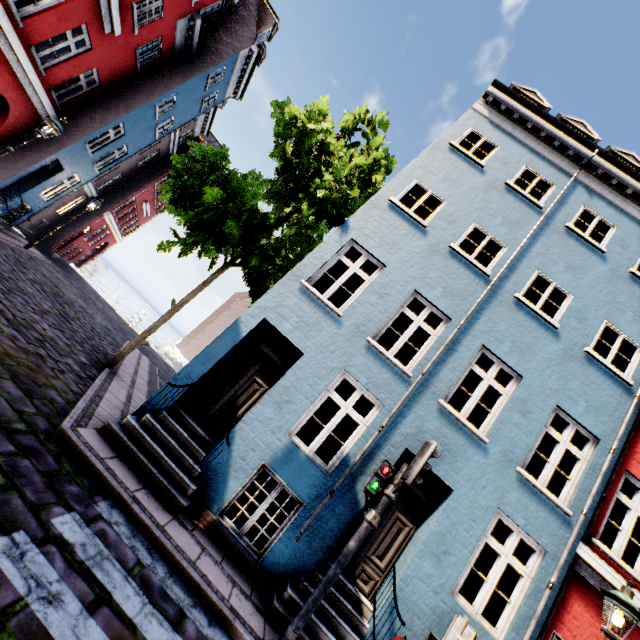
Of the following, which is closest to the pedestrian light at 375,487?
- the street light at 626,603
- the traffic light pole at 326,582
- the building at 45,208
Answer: the traffic light pole at 326,582

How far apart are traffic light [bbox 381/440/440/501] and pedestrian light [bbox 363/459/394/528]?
0.1 meters

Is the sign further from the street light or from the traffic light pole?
the street light

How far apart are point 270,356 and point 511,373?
5.5m

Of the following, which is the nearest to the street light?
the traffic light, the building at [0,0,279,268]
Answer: the building at [0,0,279,268]

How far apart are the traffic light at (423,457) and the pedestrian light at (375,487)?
0.1 meters

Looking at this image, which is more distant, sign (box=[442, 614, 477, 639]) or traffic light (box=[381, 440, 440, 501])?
traffic light (box=[381, 440, 440, 501])

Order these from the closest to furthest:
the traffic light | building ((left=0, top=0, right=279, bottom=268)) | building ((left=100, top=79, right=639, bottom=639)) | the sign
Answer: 1. the sign
2. the traffic light
3. building ((left=100, top=79, right=639, bottom=639))
4. building ((left=0, top=0, right=279, bottom=268))
